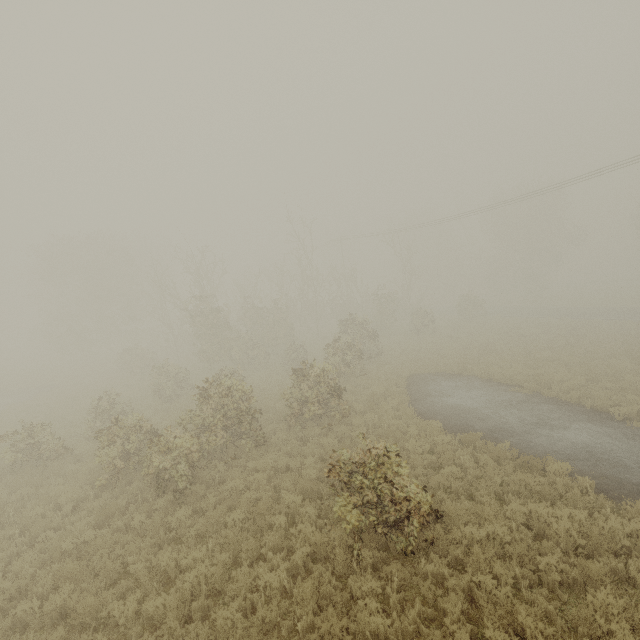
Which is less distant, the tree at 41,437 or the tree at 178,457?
the tree at 178,457

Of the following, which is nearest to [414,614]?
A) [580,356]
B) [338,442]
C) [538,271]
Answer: [338,442]

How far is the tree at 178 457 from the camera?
11.7 meters

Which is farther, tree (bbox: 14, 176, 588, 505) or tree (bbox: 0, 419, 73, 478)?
tree (bbox: 0, 419, 73, 478)

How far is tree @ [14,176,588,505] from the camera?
11.7m
